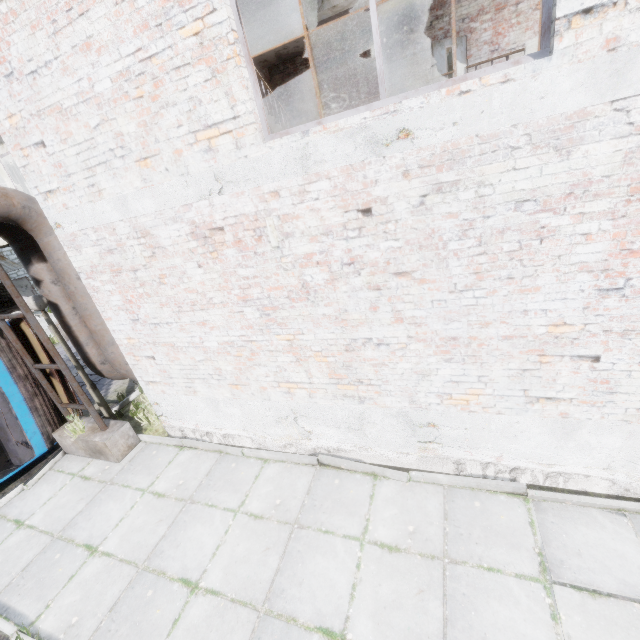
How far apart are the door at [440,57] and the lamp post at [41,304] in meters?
10.8

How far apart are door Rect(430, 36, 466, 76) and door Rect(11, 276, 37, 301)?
23.9 meters

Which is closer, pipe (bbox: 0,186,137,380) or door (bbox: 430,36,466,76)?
pipe (bbox: 0,186,137,380)

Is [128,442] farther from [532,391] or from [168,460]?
[532,391]

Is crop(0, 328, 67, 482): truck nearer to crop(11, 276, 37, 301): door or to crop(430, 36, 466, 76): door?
crop(430, 36, 466, 76): door

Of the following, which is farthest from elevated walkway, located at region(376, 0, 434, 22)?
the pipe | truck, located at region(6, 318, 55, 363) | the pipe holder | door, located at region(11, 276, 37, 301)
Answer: door, located at region(11, 276, 37, 301)

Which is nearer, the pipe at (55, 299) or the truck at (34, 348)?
the pipe at (55, 299)

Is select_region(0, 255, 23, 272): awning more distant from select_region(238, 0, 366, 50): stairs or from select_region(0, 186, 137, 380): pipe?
select_region(238, 0, 366, 50): stairs
